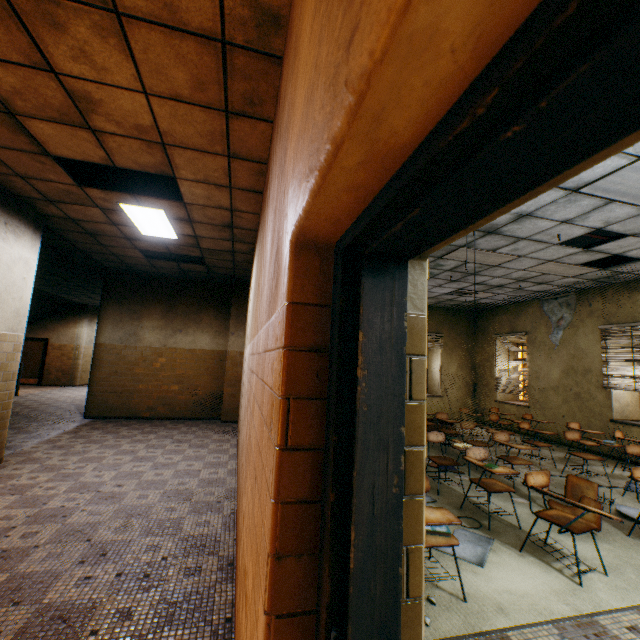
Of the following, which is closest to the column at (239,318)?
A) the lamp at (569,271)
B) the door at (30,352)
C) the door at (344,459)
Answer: the lamp at (569,271)

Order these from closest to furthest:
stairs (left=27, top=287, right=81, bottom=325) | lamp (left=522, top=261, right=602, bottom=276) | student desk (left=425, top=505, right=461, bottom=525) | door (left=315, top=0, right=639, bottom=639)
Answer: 1. door (left=315, top=0, right=639, bottom=639)
2. student desk (left=425, top=505, right=461, bottom=525)
3. lamp (left=522, top=261, right=602, bottom=276)
4. stairs (left=27, top=287, right=81, bottom=325)

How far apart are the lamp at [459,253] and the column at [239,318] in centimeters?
536cm

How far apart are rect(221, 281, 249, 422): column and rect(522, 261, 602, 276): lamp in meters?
6.9 m

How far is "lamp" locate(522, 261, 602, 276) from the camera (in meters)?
6.41

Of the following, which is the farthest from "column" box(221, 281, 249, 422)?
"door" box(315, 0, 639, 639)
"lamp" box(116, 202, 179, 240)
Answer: "door" box(315, 0, 639, 639)

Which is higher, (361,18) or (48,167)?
(48,167)

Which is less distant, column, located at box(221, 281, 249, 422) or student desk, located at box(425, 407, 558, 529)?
student desk, located at box(425, 407, 558, 529)
